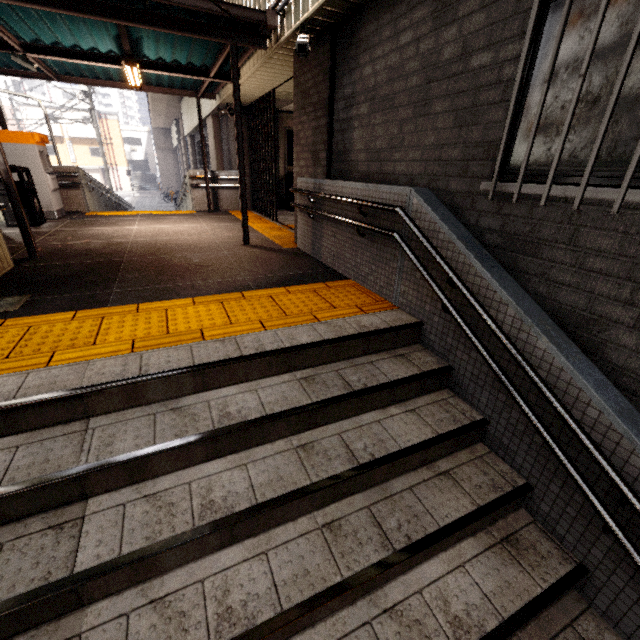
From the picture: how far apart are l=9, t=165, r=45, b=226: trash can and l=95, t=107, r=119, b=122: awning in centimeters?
4543cm

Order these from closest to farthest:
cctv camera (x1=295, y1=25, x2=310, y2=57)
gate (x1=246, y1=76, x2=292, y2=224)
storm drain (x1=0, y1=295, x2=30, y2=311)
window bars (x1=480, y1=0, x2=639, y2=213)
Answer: window bars (x1=480, y1=0, x2=639, y2=213)
storm drain (x1=0, y1=295, x2=30, y2=311)
cctv camera (x1=295, y1=25, x2=310, y2=57)
gate (x1=246, y1=76, x2=292, y2=224)

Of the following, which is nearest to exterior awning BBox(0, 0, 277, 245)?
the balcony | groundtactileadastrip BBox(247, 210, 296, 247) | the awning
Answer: groundtactileadastrip BBox(247, 210, 296, 247)

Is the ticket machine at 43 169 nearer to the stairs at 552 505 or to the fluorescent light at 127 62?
the fluorescent light at 127 62

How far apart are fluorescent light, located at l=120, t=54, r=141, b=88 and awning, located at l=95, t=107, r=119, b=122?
45.4m

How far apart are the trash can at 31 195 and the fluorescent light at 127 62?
2.84m

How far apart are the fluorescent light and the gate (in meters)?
2.74

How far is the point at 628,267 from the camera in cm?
181
